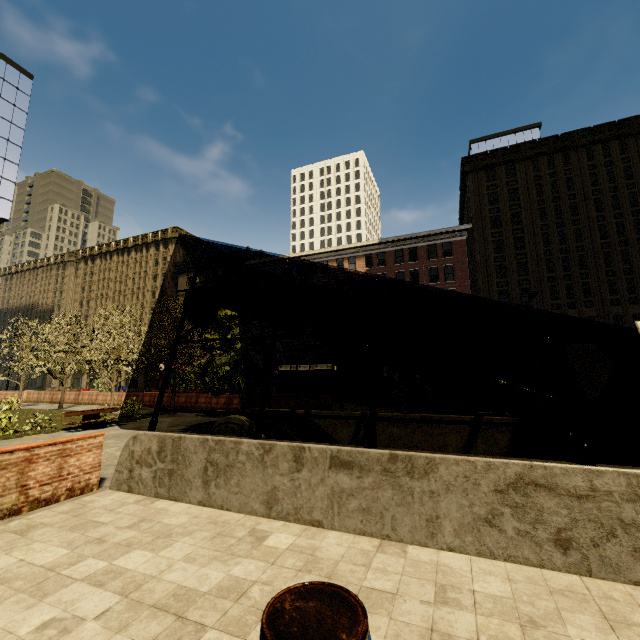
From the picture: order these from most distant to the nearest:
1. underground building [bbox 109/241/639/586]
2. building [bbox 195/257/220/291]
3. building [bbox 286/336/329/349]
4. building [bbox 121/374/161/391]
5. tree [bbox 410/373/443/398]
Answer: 1. building [bbox 121/374/161/391]
2. building [bbox 195/257/220/291]
3. building [bbox 286/336/329/349]
4. tree [bbox 410/373/443/398]
5. underground building [bbox 109/241/639/586]

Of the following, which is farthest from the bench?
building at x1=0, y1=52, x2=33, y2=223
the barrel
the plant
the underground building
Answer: building at x1=0, y1=52, x2=33, y2=223

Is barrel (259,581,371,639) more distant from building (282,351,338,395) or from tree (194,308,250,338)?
building (282,351,338,395)

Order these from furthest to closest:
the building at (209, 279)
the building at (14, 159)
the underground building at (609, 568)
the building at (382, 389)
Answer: the building at (209, 279) < the building at (14, 159) < the building at (382, 389) < the underground building at (609, 568)

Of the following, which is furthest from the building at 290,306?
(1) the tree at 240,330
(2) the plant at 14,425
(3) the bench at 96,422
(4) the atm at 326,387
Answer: (2) the plant at 14,425

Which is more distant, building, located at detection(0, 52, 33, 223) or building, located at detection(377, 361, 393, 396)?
building, located at detection(0, 52, 33, 223)

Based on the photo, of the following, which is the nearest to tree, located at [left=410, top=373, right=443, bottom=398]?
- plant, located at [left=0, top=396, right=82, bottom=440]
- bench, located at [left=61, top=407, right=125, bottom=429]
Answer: plant, located at [left=0, top=396, right=82, bottom=440]

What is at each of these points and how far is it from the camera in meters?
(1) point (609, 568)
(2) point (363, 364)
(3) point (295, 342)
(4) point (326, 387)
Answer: (1) underground building, 4.0 m
(2) building, 40.6 m
(3) building, 44.7 m
(4) atm, 21.8 m
